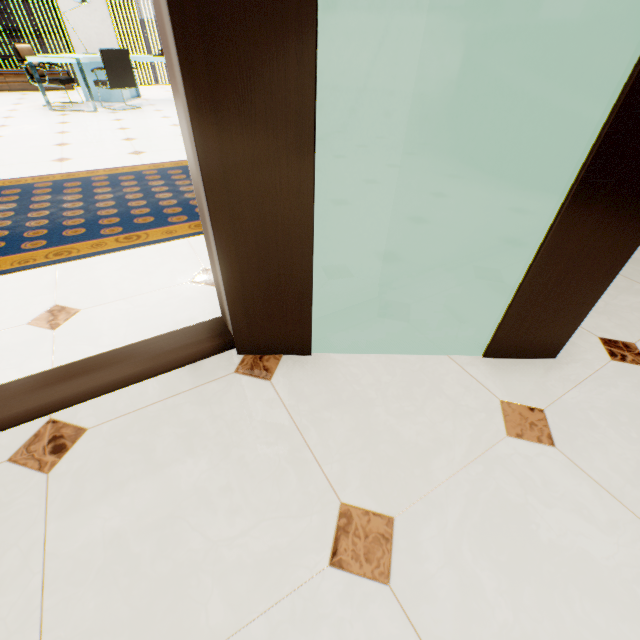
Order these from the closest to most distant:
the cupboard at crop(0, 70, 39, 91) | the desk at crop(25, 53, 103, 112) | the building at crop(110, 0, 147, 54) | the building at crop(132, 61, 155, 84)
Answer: the desk at crop(25, 53, 103, 112)
the cupboard at crop(0, 70, 39, 91)
the building at crop(110, 0, 147, 54)
the building at crop(132, 61, 155, 84)

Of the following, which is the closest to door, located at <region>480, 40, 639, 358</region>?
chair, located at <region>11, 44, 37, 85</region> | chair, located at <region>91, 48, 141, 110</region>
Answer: chair, located at <region>91, 48, 141, 110</region>

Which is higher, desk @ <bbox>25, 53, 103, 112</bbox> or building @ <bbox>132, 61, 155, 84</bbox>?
desk @ <bbox>25, 53, 103, 112</bbox>

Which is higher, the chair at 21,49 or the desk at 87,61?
the chair at 21,49

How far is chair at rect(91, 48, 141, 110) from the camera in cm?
537

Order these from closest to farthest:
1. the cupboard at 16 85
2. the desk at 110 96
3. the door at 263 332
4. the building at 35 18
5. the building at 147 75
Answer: the door at 263 332
the desk at 110 96
the cupboard at 16 85
the building at 35 18
the building at 147 75

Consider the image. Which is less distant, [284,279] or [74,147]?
[284,279]

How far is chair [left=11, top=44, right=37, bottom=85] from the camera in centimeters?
542cm
